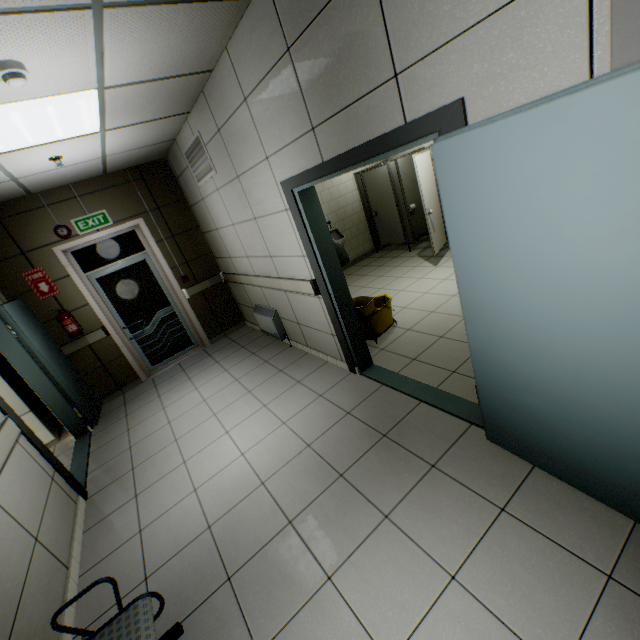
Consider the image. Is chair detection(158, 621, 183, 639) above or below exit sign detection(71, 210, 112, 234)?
below

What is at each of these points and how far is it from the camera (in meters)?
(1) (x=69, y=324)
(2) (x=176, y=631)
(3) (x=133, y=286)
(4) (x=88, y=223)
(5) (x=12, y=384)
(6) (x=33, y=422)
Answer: (1) fire extinguisher, 4.91
(2) chair, 1.90
(3) door, 5.60
(4) exit sign, 4.99
(5) cabinet, 4.39
(6) laboratory table, 4.51

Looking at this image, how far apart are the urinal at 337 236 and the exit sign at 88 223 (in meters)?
4.16

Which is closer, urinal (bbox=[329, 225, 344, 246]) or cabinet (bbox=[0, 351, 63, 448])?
cabinet (bbox=[0, 351, 63, 448])

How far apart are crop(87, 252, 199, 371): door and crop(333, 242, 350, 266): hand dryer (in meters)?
3.68

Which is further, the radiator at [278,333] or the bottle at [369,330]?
the radiator at [278,333]

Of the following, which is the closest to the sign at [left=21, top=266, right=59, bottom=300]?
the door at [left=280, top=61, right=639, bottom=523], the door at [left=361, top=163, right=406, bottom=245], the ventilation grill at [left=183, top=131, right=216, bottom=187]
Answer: the ventilation grill at [left=183, top=131, right=216, bottom=187]

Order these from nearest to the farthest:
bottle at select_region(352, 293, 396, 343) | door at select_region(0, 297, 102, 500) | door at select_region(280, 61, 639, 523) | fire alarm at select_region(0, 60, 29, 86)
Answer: door at select_region(280, 61, 639, 523) < fire alarm at select_region(0, 60, 29, 86) < door at select_region(0, 297, 102, 500) < bottle at select_region(352, 293, 396, 343)
